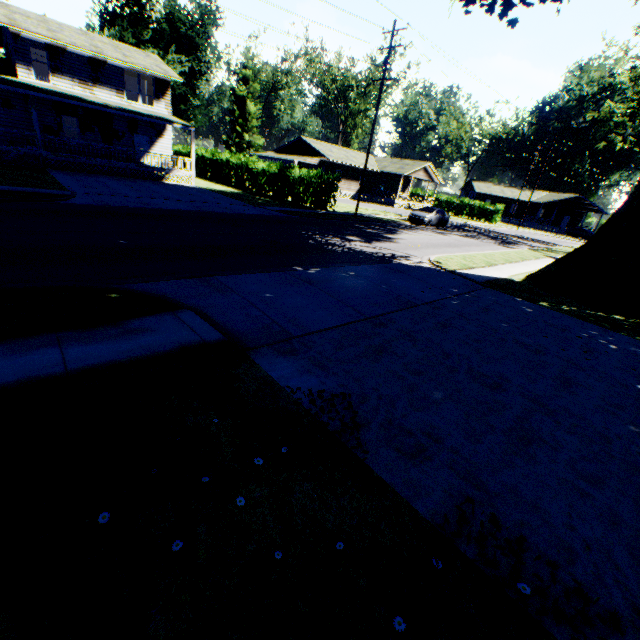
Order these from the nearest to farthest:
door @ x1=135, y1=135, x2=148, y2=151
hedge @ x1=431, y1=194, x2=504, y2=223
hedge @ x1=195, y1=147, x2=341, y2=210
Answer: hedge @ x1=195, y1=147, x2=341, y2=210
door @ x1=135, y1=135, x2=148, y2=151
hedge @ x1=431, y1=194, x2=504, y2=223

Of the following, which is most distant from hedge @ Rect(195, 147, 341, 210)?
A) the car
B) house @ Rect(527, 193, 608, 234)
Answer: house @ Rect(527, 193, 608, 234)

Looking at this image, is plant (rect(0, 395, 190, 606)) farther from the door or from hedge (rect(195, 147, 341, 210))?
the door

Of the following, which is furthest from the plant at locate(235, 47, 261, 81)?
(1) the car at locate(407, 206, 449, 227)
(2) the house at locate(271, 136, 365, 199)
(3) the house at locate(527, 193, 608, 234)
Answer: (1) the car at locate(407, 206, 449, 227)

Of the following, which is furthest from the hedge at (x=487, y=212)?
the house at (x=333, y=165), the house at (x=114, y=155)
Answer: the house at (x=114, y=155)

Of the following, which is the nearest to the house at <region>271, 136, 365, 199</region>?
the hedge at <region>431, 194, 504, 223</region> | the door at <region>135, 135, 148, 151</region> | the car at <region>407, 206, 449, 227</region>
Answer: the hedge at <region>431, 194, 504, 223</region>

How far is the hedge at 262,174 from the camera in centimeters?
2550cm

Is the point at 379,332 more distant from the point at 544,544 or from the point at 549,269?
the point at 549,269
